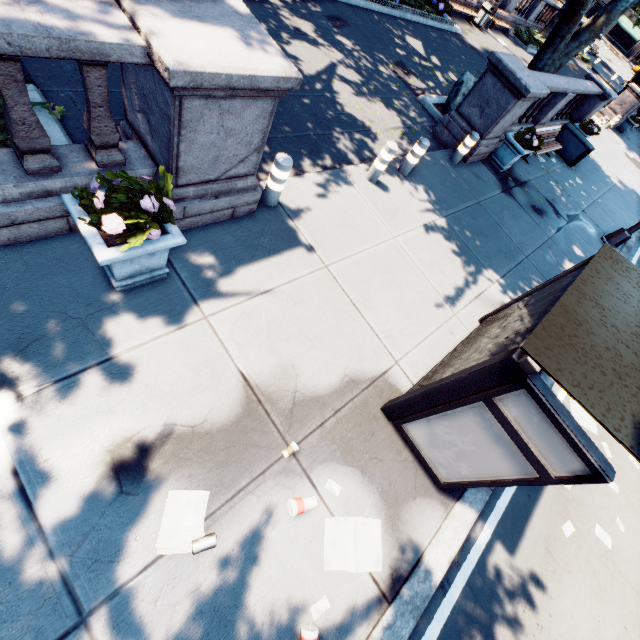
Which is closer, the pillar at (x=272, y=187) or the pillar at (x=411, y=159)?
the pillar at (x=272, y=187)

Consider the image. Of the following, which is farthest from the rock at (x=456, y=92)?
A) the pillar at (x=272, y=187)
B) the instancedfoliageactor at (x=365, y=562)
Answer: the instancedfoliageactor at (x=365, y=562)

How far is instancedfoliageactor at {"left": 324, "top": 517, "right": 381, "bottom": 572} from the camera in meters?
3.4

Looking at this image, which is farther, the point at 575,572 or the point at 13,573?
the point at 575,572

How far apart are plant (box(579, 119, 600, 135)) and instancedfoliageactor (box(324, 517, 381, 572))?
18.0 meters

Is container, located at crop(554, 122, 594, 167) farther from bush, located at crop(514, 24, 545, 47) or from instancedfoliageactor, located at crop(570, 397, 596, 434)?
bush, located at crop(514, 24, 545, 47)

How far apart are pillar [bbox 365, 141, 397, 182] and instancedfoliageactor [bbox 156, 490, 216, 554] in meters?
6.3

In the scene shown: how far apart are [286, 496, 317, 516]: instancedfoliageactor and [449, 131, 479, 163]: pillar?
9.2 meters
